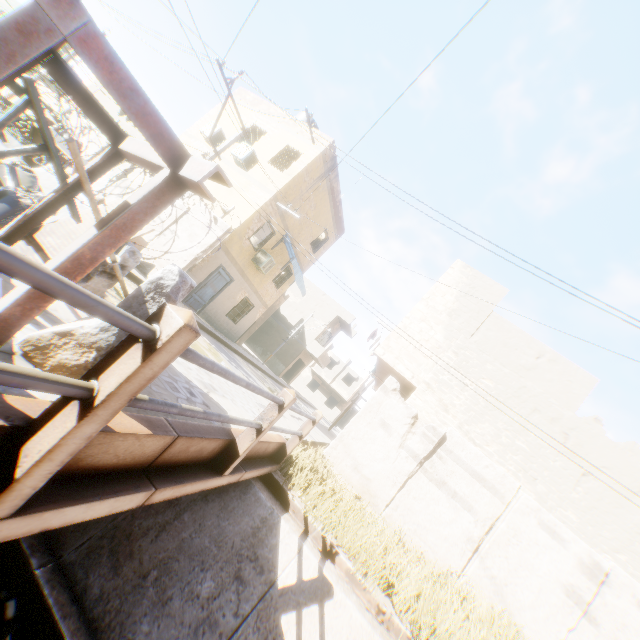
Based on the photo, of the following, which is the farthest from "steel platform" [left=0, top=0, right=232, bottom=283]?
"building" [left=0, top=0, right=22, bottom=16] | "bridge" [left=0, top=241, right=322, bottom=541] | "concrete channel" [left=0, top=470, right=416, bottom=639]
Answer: "building" [left=0, top=0, right=22, bottom=16]

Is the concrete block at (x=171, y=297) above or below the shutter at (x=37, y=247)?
above

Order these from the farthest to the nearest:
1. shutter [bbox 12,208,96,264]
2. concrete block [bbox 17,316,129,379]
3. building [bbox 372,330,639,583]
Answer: building [bbox 372,330,639,583] → shutter [bbox 12,208,96,264] → concrete block [bbox 17,316,129,379]

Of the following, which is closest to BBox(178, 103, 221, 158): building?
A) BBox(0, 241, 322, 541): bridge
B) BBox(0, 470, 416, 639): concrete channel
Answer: BBox(0, 470, 416, 639): concrete channel

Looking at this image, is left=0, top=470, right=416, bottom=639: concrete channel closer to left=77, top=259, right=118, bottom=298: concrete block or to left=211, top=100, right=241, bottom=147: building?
left=211, top=100, right=241, bottom=147: building

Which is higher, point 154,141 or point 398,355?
point 398,355

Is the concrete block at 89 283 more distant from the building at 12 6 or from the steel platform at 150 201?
the building at 12 6

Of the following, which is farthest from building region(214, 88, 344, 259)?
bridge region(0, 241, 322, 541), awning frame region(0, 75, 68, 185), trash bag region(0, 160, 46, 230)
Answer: trash bag region(0, 160, 46, 230)
